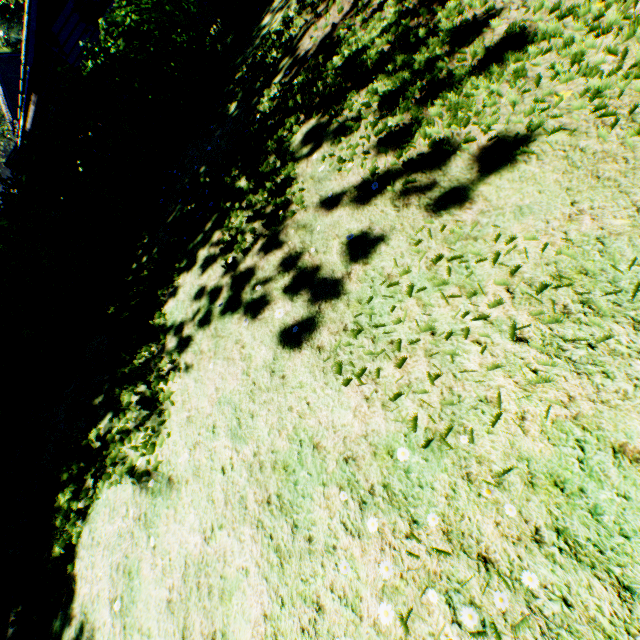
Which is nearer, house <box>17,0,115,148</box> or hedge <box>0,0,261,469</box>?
hedge <box>0,0,261,469</box>

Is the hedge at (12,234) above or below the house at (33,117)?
below

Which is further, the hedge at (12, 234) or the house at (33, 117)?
the house at (33, 117)

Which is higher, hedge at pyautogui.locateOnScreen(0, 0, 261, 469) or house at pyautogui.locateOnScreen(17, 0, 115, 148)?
house at pyautogui.locateOnScreen(17, 0, 115, 148)

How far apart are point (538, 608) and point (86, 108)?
10.42m
